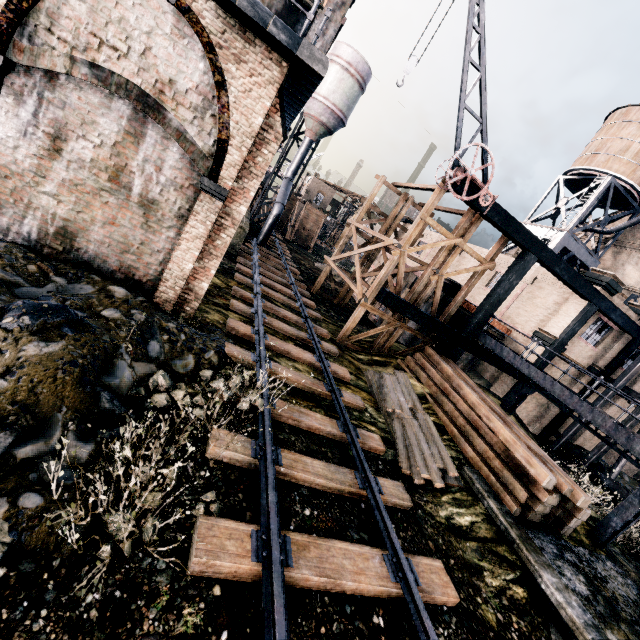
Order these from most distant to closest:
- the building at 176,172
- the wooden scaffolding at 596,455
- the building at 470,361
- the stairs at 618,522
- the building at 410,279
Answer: the building at 410,279
the building at 470,361
the wooden scaffolding at 596,455
the stairs at 618,522
the building at 176,172

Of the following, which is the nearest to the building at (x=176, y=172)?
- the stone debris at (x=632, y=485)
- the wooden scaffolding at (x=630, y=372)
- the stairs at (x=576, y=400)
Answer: the stairs at (x=576, y=400)

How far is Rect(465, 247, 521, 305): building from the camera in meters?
26.0 m

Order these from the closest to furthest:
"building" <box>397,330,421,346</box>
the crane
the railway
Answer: the railway, the crane, "building" <box>397,330,421,346</box>

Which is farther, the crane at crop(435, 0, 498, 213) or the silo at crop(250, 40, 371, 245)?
the silo at crop(250, 40, 371, 245)

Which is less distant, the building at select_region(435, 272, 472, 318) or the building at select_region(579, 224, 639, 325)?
the building at select_region(579, 224, 639, 325)

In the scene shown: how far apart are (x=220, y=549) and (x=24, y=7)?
11.4 meters

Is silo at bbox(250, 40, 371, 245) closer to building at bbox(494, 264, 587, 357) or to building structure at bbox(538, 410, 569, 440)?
building at bbox(494, 264, 587, 357)
